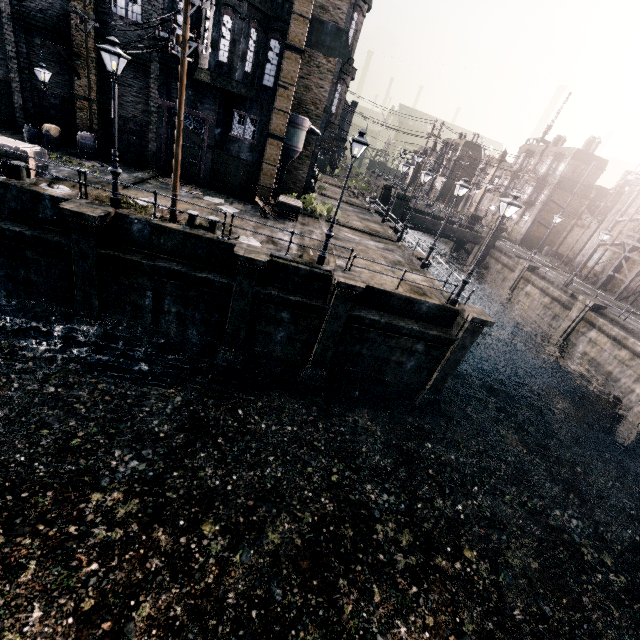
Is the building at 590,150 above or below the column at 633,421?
above

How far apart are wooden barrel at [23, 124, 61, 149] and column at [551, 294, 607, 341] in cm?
3930

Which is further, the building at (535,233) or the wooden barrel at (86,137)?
the building at (535,233)

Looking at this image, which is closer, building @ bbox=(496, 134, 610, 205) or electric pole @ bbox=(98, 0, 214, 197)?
electric pole @ bbox=(98, 0, 214, 197)

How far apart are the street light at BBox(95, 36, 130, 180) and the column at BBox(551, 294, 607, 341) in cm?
3327

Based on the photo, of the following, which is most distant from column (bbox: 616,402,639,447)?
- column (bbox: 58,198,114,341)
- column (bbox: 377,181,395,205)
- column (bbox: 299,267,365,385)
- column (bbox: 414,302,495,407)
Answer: column (bbox: 58,198,114,341)

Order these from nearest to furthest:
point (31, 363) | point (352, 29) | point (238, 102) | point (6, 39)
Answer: point (31, 363)
point (6, 39)
point (238, 102)
point (352, 29)

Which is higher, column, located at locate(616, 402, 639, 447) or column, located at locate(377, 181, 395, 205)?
column, located at locate(377, 181, 395, 205)
